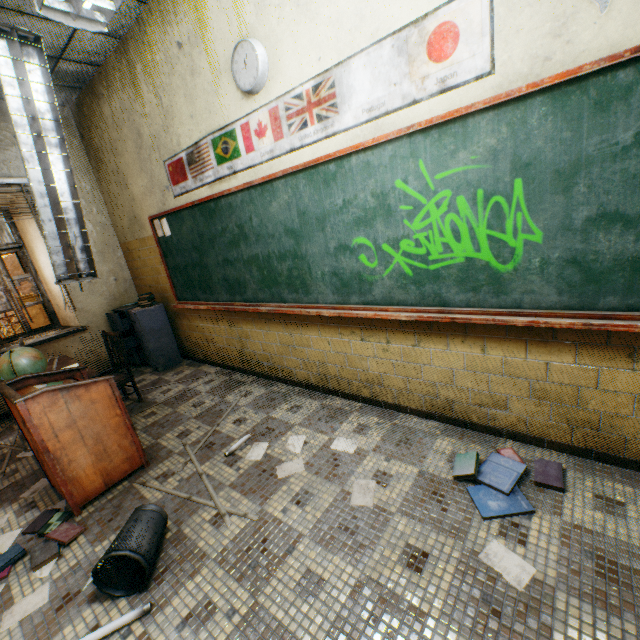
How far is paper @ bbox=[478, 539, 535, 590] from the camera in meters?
1.5

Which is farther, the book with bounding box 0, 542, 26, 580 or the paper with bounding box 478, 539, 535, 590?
the book with bounding box 0, 542, 26, 580

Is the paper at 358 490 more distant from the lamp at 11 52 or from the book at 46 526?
the lamp at 11 52

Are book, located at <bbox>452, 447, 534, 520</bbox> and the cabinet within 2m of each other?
no

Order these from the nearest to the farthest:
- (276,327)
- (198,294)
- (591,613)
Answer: (591,613)
(276,327)
(198,294)

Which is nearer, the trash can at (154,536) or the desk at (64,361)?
the trash can at (154,536)

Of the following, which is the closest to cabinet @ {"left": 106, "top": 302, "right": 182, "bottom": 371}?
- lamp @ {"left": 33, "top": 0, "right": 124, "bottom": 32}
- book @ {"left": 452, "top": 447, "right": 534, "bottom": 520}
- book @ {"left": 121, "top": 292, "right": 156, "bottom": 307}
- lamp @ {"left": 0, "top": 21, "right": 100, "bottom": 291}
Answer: book @ {"left": 121, "top": 292, "right": 156, "bottom": 307}

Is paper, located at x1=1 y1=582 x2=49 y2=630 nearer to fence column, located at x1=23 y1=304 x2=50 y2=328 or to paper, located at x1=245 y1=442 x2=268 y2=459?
paper, located at x1=245 y1=442 x2=268 y2=459
